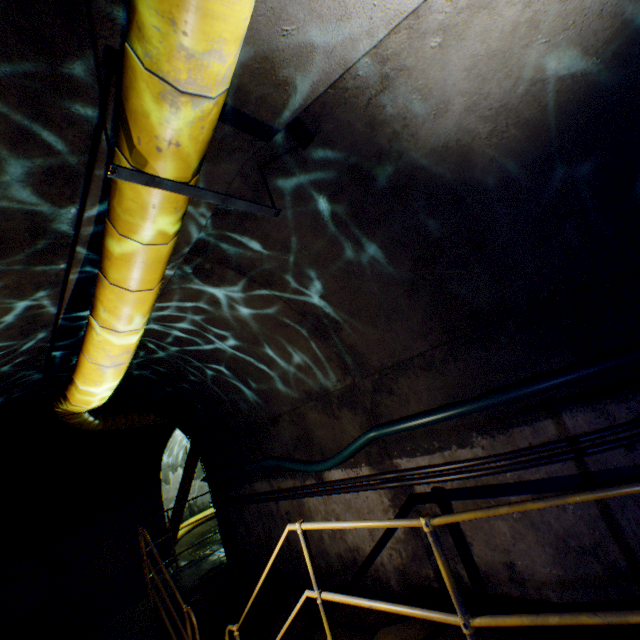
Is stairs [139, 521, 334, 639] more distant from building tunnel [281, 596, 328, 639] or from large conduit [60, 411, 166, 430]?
large conduit [60, 411, 166, 430]

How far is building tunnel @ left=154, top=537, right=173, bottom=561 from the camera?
9.7m

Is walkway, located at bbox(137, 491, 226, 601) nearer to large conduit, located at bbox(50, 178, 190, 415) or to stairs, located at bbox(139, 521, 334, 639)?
stairs, located at bbox(139, 521, 334, 639)

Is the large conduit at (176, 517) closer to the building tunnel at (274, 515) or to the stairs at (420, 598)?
the building tunnel at (274, 515)

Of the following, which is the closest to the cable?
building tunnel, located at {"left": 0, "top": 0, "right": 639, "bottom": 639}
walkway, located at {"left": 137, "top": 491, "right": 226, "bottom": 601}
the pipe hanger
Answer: building tunnel, located at {"left": 0, "top": 0, "right": 639, "bottom": 639}

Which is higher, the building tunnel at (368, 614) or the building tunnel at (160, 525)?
the building tunnel at (160, 525)

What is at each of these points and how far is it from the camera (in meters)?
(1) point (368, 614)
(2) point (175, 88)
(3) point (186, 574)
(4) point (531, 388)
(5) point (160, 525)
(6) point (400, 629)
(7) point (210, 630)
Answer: (1) building tunnel, 3.87
(2) large conduit, 1.35
(3) walkway, 6.55
(4) cable, 2.67
(5) building tunnel, 9.99
(6) stairs, 2.92
(7) stairs, 5.12
